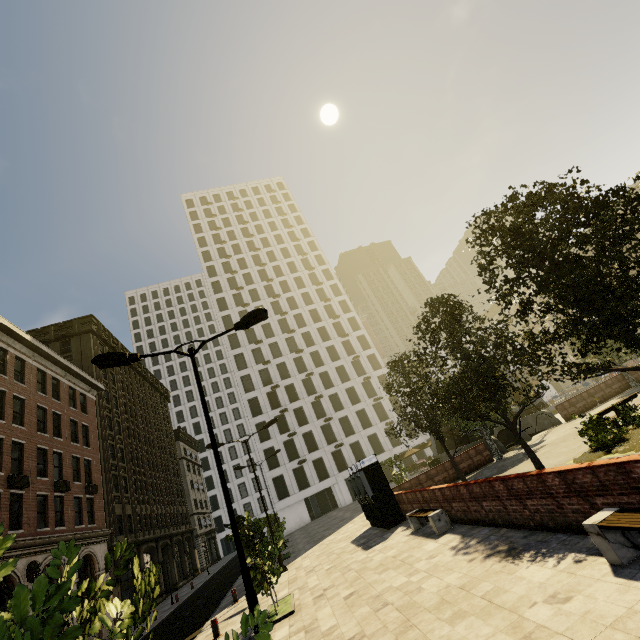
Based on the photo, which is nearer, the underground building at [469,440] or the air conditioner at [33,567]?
the air conditioner at [33,567]

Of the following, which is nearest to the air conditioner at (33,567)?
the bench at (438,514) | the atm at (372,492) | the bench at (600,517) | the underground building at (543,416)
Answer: the atm at (372,492)

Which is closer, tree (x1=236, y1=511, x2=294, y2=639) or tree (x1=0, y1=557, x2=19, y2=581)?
tree (x1=0, y1=557, x2=19, y2=581)

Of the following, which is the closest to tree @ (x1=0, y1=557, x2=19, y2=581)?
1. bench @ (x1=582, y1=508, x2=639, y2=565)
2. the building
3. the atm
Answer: the building

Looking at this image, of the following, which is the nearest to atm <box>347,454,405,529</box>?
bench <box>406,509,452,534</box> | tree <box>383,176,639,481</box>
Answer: bench <box>406,509,452,534</box>

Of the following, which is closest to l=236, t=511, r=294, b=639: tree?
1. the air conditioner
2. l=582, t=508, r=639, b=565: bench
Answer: l=582, t=508, r=639, b=565: bench

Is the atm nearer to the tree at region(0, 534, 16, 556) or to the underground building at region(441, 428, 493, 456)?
the tree at region(0, 534, 16, 556)

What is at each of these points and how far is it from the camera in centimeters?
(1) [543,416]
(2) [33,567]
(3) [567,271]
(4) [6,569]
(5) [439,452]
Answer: (1) underground building, 2478cm
(2) air conditioner, 1758cm
(3) tree, 793cm
(4) tree, 146cm
(5) underground building, 3145cm
